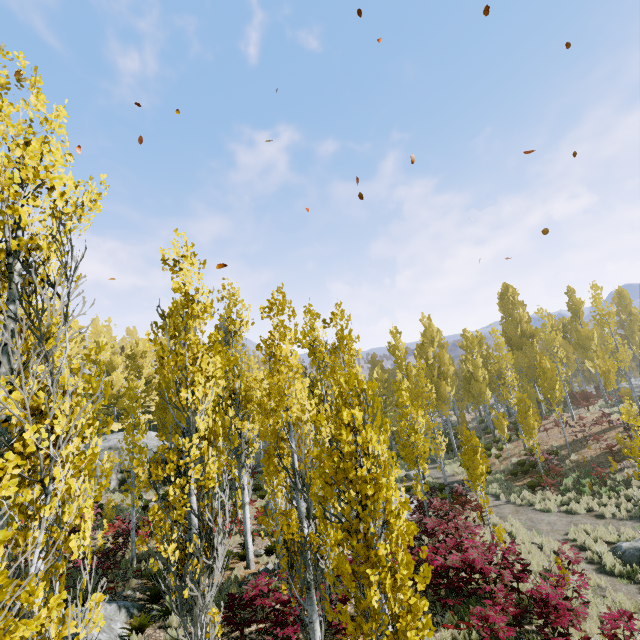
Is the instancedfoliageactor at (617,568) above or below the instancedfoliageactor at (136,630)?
below

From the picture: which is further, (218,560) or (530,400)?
(530,400)

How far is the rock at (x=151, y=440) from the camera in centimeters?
2823cm

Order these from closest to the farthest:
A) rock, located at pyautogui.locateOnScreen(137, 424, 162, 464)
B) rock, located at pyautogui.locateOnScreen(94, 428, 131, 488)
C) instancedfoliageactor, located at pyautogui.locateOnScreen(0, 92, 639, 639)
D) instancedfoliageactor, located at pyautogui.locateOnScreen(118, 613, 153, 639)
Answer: instancedfoliageactor, located at pyautogui.locateOnScreen(0, 92, 639, 639) → instancedfoliageactor, located at pyautogui.locateOnScreen(118, 613, 153, 639) → rock, located at pyautogui.locateOnScreen(94, 428, 131, 488) → rock, located at pyautogui.locateOnScreen(137, 424, 162, 464)

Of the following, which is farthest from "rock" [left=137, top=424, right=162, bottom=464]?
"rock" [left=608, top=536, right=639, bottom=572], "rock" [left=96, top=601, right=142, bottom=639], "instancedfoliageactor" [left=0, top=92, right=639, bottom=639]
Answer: "rock" [left=608, top=536, right=639, bottom=572]

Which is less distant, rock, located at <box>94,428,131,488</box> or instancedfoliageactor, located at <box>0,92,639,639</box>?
instancedfoliageactor, located at <box>0,92,639,639</box>

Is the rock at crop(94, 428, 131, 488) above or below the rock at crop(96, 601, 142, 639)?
above

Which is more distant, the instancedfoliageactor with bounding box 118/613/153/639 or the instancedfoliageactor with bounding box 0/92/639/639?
the instancedfoliageactor with bounding box 118/613/153/639
